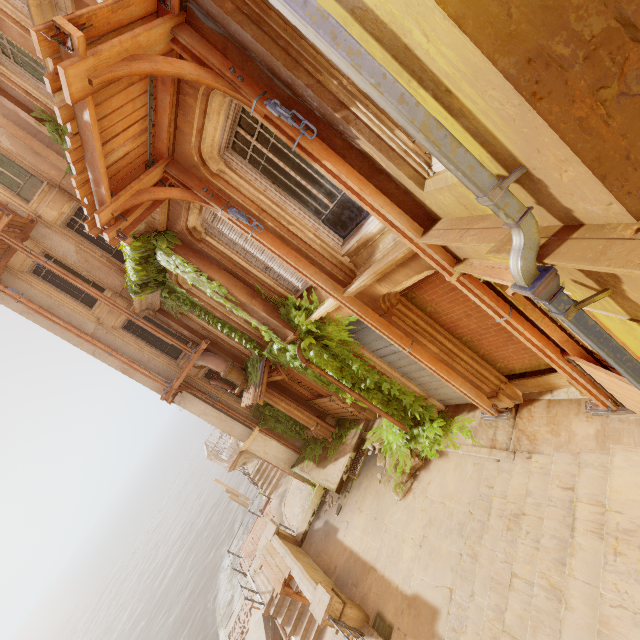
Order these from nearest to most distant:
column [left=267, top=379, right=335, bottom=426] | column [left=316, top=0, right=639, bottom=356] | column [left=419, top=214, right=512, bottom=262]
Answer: column [left=316, top=0, right=639, bottom=356] < column [left=419, top=214, right=512, bottom=262] < column [left=267, top=379, right=335, bottom=426]

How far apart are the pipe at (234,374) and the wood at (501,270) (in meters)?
8.98

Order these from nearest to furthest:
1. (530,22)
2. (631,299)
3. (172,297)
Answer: (530,22)
(631,299)
(172,297)

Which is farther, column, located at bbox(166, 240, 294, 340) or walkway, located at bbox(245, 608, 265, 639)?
walkway, located at bbox(245, 608, 265, 639)

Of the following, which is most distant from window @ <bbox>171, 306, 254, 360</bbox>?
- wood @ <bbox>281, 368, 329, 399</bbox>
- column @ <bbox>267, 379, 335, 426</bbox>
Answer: wood @ <bbox>281, 368, 329, 399</bbox>

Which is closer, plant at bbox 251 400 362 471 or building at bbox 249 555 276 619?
plant at bbox 251 400 362 471

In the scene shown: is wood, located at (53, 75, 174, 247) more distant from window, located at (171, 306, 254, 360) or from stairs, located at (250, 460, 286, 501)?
stairs, located at (250, 460, 286, 501)

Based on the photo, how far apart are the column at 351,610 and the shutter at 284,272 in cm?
668
